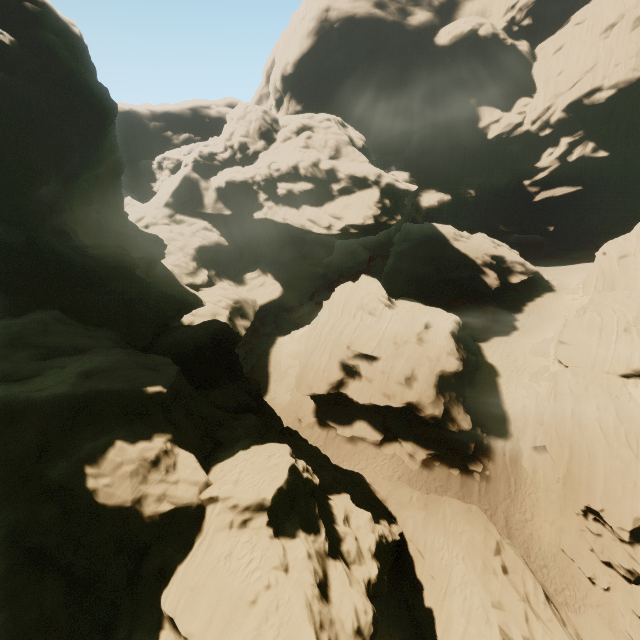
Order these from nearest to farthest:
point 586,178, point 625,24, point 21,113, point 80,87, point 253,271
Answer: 1. point 21,113
2. point 80,87
3. point 253,271
4. point 625,24
5. point 586,178

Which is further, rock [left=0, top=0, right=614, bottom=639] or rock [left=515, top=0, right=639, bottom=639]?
rock [left=515, top=0, right=639, bottom=639]

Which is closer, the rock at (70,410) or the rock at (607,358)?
the rock at (70,410)
